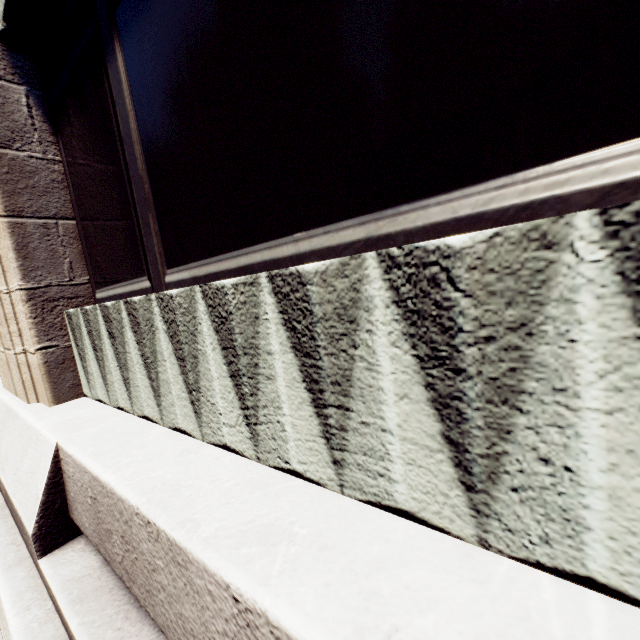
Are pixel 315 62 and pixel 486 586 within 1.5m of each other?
no
